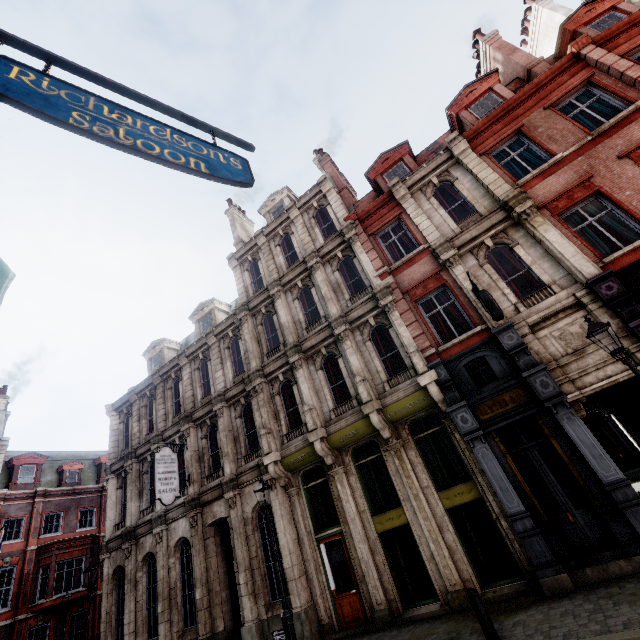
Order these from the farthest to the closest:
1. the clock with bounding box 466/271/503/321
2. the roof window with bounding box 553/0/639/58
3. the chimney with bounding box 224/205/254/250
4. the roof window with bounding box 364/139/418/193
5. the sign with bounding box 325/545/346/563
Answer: the chimney with bounding box 224/205/254/250
the roof window with bounding box 364/139/418/193
the roof window with bounding box 553/0/639/58
the sign with bounding box 325/545/346/563
the clock with bounding box 466/271/503/321

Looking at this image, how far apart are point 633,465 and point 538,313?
16.4m

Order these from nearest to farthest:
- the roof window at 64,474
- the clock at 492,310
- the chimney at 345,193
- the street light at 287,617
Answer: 1. the street light at 287,617
2. the clock at 492,310
3. the chimney at 345,193
4. the roof window at 64,474

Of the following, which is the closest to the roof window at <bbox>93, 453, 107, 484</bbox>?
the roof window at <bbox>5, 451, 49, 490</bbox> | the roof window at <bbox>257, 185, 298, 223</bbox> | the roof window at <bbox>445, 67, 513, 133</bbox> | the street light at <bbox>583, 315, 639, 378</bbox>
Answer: the roof window at <bbox>5, 451, 49, 490</bbox>

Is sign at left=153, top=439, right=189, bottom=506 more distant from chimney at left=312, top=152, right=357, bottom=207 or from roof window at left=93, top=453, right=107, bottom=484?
roof window at left=93, top=453, right=107, bottom=484

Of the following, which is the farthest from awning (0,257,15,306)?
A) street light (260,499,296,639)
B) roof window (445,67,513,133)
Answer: roof window (445,67,513,133)

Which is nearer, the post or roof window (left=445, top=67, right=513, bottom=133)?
the post

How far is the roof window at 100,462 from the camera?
30.7m
